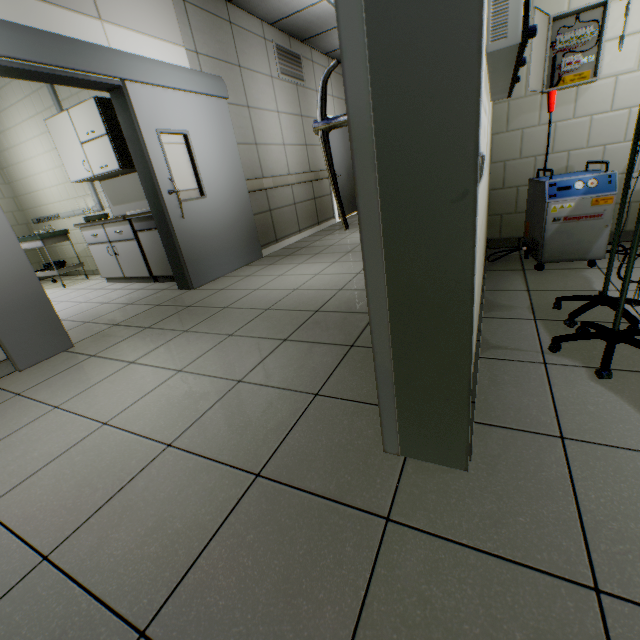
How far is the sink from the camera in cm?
398

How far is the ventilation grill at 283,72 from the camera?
5.3m

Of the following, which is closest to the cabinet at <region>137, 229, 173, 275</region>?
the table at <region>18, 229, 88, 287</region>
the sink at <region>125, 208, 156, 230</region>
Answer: the sink at <region>125, 208, 156, 230</region>

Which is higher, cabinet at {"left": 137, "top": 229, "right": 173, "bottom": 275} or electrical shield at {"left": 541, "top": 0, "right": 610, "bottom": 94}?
electrical shield at {"left": 541, "top": 0, "right": 610, "bottom": 94}

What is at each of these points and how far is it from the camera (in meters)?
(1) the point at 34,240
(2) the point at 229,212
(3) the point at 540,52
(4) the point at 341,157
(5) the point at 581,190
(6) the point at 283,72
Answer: (1) table, 5.12
(2) doorway, 4.35
(3) electrical shield door, 2.52
(4) door, 7.60
(5) air compressor, 2.29
(6) ventilation grill, 5.41

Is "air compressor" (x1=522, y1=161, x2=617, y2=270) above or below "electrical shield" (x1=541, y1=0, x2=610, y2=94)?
below

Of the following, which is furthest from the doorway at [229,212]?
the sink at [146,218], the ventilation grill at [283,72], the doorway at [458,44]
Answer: the doorway at [458,44]

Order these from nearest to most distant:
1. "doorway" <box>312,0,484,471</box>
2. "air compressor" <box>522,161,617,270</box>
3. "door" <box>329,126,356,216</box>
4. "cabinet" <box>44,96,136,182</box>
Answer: "doorway" <box>312,0,484,471</box>
"air compressor" <box>522,161,617,270</box>
"cabinet" <box>44,96,136,182</box>
"door" <box>329,126,356,216</box>
